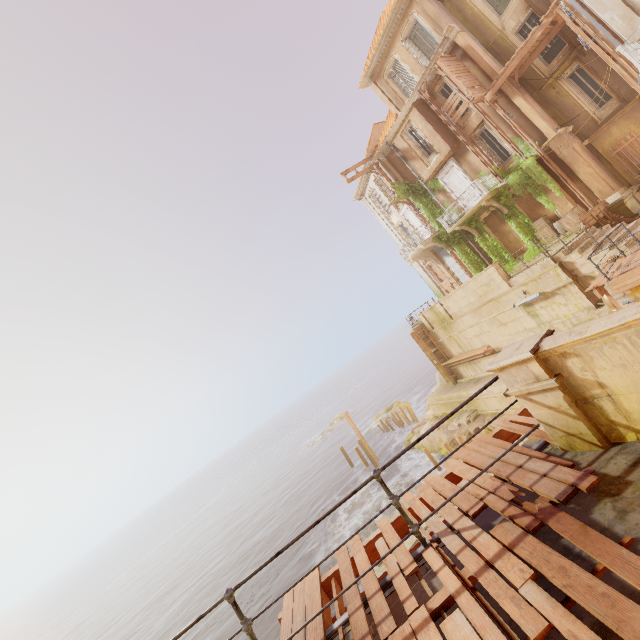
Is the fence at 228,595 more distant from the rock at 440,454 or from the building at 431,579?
the rock at 440,454

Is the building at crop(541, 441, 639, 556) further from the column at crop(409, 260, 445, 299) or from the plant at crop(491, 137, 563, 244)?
the column at crop(409, 260, 445, 299)

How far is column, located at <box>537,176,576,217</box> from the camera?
17.2 meters

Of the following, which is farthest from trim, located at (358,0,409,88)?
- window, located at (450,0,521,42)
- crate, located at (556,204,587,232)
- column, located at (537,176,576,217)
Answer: crate, located at (556,204,587,232)

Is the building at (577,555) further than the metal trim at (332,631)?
No

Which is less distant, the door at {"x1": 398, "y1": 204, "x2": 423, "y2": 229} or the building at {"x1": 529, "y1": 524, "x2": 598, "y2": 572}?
the building at {"x1": 529, "y1": 524, "x2": 598, "y2": 572}

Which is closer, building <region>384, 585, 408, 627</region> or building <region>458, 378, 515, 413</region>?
building <region>384, 585, 408, 627</region>

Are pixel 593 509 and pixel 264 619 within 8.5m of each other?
no
